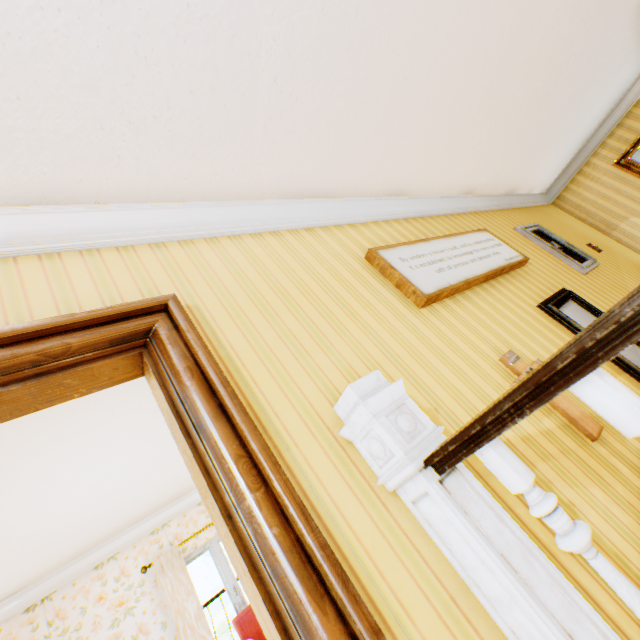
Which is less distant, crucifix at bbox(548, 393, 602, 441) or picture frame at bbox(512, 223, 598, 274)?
crucifix at bbox(548, 393, 602, 441)

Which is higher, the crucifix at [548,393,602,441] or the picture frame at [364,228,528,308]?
the picture frame at [364,228,528,308]

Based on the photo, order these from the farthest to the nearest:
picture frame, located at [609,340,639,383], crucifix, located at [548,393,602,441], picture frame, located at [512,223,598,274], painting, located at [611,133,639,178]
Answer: painting, located at [611,133,639,178] < picture frame, located at [512,223,598,274] < picture frame, located at [609,340,639,383] < crucifix, located at [548,393,602,441]

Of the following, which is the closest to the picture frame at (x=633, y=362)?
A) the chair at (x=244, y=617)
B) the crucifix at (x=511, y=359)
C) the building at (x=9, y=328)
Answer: the building at (x=9, y=328)

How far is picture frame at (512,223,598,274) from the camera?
3.9 meters

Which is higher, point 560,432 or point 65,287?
point 65,287

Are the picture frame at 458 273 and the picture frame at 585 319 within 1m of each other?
yes

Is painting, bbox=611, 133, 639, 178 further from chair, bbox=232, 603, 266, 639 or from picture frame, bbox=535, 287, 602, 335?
chair, bbox=232, 603, 266, 639
